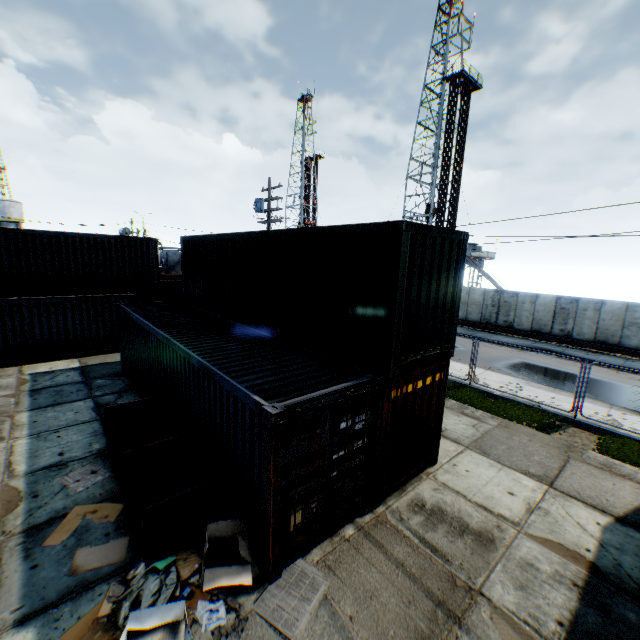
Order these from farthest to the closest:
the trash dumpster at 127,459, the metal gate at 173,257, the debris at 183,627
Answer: the metal gate at 173,257 < the trash dumpster at 127,459 < the debris at 183,627

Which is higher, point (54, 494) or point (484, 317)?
point (484, 317)

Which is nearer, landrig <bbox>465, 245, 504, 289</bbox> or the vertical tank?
landrig <bbox>465, 245, 504, 289</bbox>

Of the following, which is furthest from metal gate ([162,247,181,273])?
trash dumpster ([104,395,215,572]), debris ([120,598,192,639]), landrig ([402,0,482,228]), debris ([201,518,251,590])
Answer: debris ([120,598,192,639])

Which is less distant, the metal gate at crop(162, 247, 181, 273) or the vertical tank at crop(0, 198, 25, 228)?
the vertical tank at crop(0, 198, 25, 228)

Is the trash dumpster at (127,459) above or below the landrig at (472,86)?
below

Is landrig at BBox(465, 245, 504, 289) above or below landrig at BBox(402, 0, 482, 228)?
below

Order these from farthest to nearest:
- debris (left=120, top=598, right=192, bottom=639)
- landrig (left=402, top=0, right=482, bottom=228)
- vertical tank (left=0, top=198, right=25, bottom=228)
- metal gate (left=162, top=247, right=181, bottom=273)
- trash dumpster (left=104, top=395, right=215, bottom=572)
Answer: metal gate (left=162, top=247, right=181, bottom=273) → vertical tank (left=0, top=198, right=25, bottom=228) → landrig (left=402, top=0, right=482, bottom=228) → trash dumpster (left=104, top=395, right=215, bottom=572) → debris (left=120, top=598, right=192, bottom=639)
